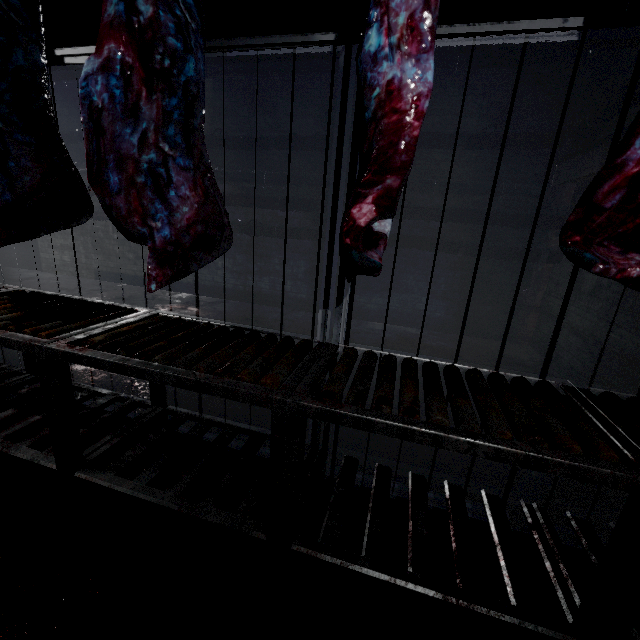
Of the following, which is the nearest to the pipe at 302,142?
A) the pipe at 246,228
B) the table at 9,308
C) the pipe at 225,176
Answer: the pipe at 225,176

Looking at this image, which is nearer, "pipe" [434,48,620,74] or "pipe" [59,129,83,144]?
"pipe" [434,48,620,74]

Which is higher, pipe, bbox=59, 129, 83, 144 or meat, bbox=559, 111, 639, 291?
pipe, bbox=59, 129, 83, 144

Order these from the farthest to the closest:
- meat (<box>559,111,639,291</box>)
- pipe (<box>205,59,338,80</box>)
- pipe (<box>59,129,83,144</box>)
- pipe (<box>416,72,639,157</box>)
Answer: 1. pipe (<box>59,129,83,144</box>)
2. pipe (<box>205,59,338,80</box>)
3. pipe (<box>416,72,639,157</box>)
4. meat (<box>559,111,639,291</box>)

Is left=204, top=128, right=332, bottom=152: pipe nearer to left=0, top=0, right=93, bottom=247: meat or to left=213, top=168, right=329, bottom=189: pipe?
left=213, top=168, right=329, bottom=189: pipe

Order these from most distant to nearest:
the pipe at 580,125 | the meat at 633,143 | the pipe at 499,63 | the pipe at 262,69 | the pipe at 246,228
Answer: the pipe at 246,228 → the pipe at 262,69 → the pipe at 499,63 → the pipe at 580,125 → the meat at 633,143

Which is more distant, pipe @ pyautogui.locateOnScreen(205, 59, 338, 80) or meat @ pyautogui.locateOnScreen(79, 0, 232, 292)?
pipe @ pyautogui.locateOnScreen(205, 59, 338, 80)

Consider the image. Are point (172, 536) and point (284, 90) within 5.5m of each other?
yes
